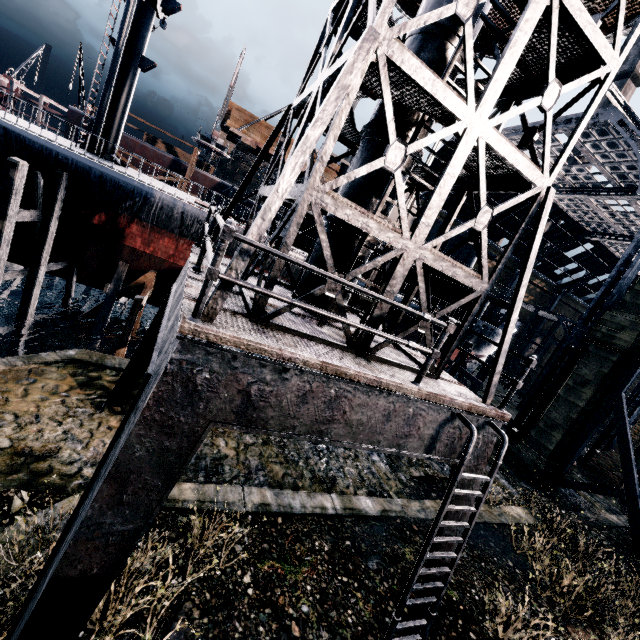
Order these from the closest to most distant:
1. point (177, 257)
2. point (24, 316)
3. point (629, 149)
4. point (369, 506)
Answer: point (369, 506) → point (24, 316) → point (177, 257) → point (629, 149)

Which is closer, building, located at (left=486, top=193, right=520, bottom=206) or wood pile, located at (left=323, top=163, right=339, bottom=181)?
wood pile, located at (left=323, top=163, right=339, bottom=181)

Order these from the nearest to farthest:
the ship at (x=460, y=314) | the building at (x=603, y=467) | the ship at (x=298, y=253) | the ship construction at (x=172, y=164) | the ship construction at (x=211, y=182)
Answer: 1. the ship at (x=298, y=253)
2. the building at (x=603, y=467)
3. the ship at (x=460, y=314)
4. the ship construction at (x=172, y=164)
5. the ship construction at (x=211, y=182)

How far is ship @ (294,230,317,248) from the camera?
21.6m

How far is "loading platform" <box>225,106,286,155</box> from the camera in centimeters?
1597cm

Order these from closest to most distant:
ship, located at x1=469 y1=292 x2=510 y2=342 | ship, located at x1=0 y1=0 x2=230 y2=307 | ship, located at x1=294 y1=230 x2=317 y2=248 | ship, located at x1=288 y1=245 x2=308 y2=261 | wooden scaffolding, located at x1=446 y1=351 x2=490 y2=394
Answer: ship, located at x1=0 y1=0 x2=230 y2=307 < ship, located at x1=288 y1=245 x2=308 y2=261 < ship, located at x1=294 y1=230 x2=317 y2=248 < wooden scaffolding, located at x1=446 y1=351 x2=490 y2=394 < ship, located at x1=469 y1=292 x2=510 y2=342

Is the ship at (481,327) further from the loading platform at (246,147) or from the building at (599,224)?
the building at (599,224)
